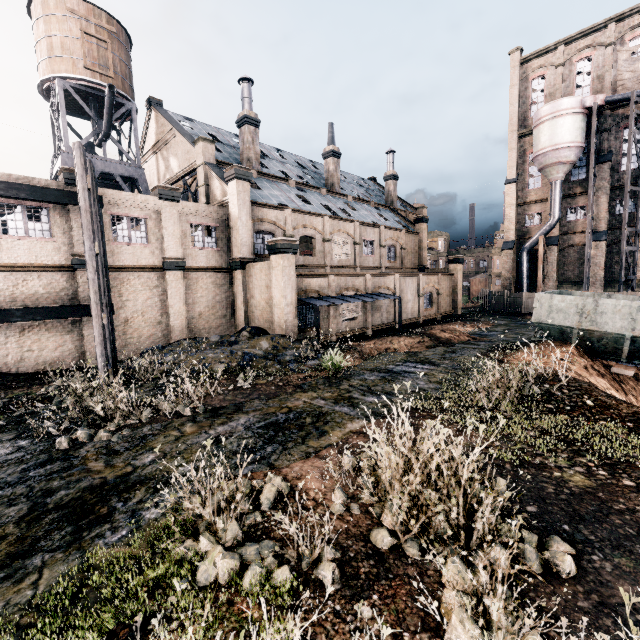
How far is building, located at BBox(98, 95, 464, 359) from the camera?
20.0m

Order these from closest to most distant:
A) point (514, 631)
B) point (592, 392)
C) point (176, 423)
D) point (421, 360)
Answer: point (514, 631) < point (176, 423) < point (592, 392) < point (421, 360)

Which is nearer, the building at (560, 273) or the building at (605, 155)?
the building at (605, 155)

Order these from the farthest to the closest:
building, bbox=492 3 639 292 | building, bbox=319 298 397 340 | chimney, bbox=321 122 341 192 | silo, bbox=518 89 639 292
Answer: chimney, bbox=321 122 341 192 < building, bbox=492 3 639 292 < silo, bbox=518 89 639 292 < building, bbox=319 298 397 340

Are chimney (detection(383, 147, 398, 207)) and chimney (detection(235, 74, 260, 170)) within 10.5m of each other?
no

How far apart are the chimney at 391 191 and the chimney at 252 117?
22.0m

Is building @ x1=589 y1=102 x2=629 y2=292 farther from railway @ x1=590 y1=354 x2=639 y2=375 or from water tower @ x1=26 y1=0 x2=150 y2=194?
→ railway @ x1=590 y1=354 x2=639 y2=375

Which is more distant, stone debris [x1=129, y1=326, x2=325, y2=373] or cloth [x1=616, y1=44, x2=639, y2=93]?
cloth [x1=616, y1=44, x2=639, y2=93]
